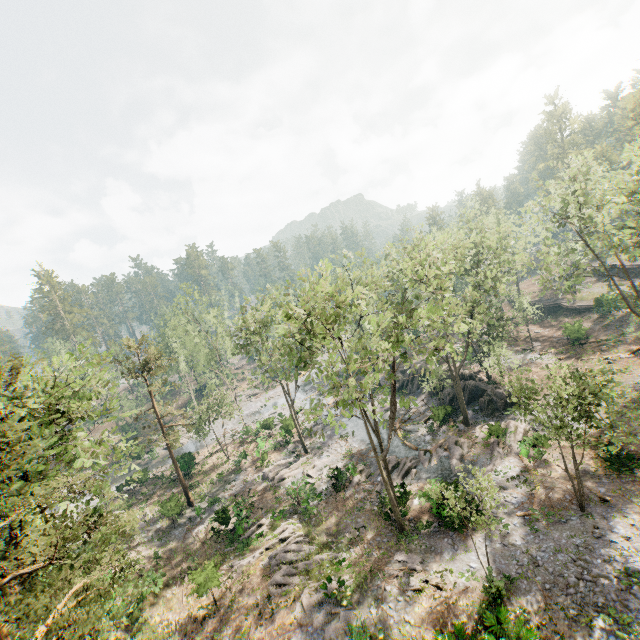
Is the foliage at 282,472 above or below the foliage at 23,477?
below

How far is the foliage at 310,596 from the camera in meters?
18.9

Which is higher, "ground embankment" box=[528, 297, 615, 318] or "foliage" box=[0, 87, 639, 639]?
"foliage" box=[0, 87, 639, 639]

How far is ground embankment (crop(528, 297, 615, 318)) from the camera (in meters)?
43.72

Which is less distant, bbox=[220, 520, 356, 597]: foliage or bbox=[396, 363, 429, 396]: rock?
bbox=[220, 520, 356, 597]: foliage

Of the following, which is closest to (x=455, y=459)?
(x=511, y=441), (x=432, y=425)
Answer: (x=511, y=441)

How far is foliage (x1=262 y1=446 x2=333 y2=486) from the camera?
32.1m

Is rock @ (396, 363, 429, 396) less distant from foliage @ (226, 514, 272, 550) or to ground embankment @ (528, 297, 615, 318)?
foliage @ (226, 514, 272, 550)
